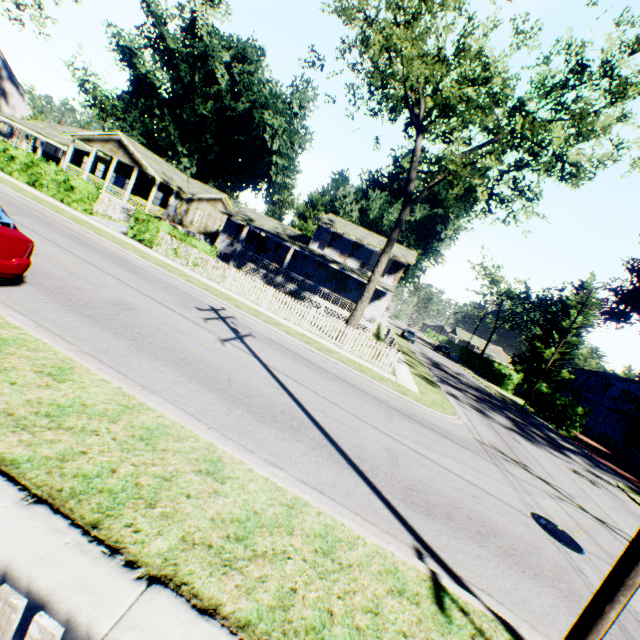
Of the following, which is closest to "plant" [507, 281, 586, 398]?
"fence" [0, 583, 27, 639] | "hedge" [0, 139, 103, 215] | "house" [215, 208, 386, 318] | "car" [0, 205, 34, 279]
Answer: "house" [215, 208, 386, 318]

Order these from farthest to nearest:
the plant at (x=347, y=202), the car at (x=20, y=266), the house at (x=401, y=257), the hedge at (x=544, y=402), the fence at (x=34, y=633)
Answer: the plant at (x=347, y=202) → the house at (x=401, y=257) → the hedge at (x=544, y=402) → the car at (x=20, y=266) → the fence at (x=34, y=633)

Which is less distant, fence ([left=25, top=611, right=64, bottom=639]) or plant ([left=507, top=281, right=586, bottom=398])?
fence ([left=25, top=611, right=64, bottom=639])

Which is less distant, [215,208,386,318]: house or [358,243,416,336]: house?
[358,243,416,336]: house

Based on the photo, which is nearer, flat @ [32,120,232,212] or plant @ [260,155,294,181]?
flat @ [32,120,232,212]

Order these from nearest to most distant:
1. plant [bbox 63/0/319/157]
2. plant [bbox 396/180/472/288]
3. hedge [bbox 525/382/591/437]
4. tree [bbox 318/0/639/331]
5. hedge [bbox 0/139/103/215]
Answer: tree [bbox 318/0/639/331]
hedge [bbox 0/139/103/215]
hedge [bbox 525/382/591/437]
plant [bbox 396/180/472/288]
plant [bbox 63/0/319/157]

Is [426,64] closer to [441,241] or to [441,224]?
[441,224]

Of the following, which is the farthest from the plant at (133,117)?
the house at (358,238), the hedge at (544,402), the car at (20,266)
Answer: the car at (20,266)
